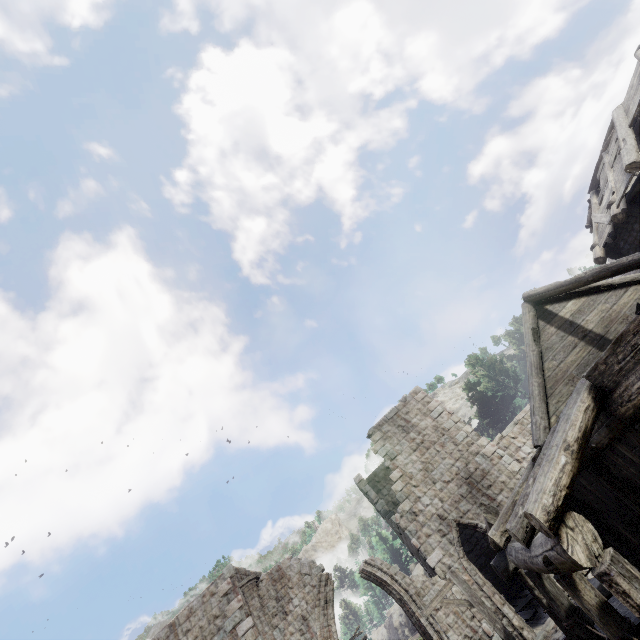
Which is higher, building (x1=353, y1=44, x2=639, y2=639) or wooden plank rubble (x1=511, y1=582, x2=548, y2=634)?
building (x1=353, y1=44, x2=639, y2=639)

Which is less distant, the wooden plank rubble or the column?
the wooden plank rubble

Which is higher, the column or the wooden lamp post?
the column

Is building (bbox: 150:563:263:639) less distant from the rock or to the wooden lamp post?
the wooden lamp post

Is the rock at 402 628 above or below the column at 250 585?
below

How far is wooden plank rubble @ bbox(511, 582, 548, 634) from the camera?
12.61m

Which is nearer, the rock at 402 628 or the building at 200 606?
the building at 200 606

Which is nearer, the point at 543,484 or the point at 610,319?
the point at 543,484
